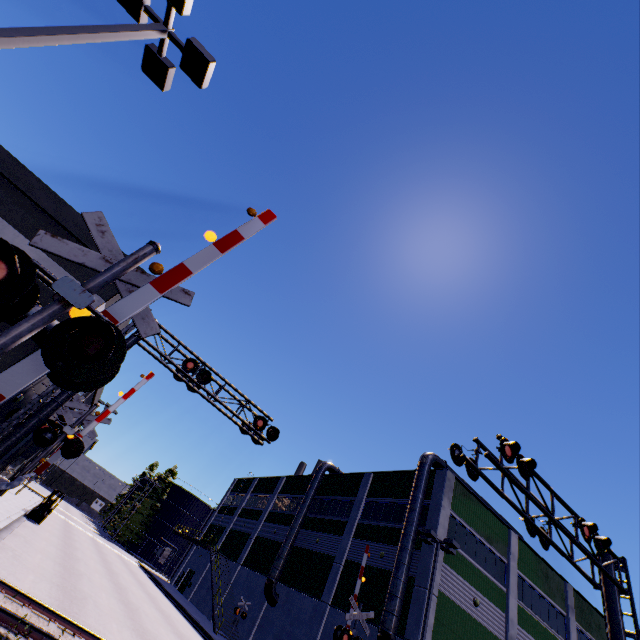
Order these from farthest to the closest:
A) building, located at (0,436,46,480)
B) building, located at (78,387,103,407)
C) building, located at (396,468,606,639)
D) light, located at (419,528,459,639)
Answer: building, located at (78,387,103,407) → building, located at (0,436,46,480) → building, located at (396,468,606,639) → light, located at (419,528,459,639)

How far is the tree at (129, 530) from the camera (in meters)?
55.66

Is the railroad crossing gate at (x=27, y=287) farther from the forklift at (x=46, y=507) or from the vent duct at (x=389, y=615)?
the forklift at (x=46, y=507)

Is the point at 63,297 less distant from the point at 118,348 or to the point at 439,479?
the point at 118,348

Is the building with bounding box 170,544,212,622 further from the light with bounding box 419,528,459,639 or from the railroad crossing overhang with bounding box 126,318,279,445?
the railroad crossing overhang with bounding box 126,318,279,445

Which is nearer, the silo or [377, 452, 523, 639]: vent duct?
[377, 452, 523, 639]: vent duct

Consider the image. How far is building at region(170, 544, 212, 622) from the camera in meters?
34.2

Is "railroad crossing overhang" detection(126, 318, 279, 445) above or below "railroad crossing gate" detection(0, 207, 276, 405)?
above
